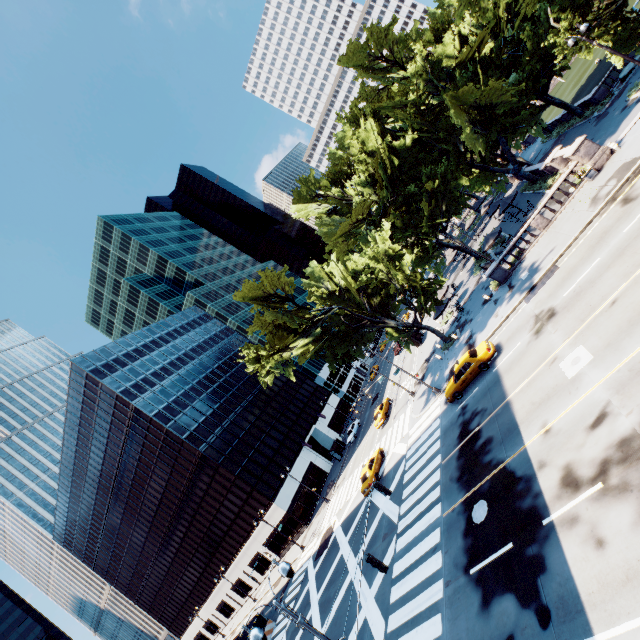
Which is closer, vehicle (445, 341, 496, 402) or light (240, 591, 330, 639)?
light (240, 591, 330, 639)

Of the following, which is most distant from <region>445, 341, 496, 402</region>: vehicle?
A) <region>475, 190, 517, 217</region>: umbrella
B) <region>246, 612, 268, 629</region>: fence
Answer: <region>246, 612, 268, 629</region>: fence

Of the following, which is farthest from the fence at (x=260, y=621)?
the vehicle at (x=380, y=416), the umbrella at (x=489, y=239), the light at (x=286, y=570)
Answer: the umbrella at (x=489, y=239)

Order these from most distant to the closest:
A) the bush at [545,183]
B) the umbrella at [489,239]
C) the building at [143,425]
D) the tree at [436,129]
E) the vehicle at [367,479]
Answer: the building at [143,425]
the bush at [545,183]
the umbrella at [489,239]
the vehicle at [367,479]
the tree at [436,129]

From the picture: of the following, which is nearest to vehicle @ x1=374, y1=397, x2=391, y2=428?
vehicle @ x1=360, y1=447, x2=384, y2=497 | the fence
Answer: vehicle @ x1=360, y1=447, x2=384, y2=497

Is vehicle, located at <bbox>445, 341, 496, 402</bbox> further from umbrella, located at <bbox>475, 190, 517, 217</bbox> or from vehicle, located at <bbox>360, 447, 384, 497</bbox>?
umbrella, located at <bbox>475, 190, 517, 217</bbox>

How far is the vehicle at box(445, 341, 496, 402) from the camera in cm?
2211

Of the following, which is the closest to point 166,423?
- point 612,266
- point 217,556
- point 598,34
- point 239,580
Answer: point 217,556
